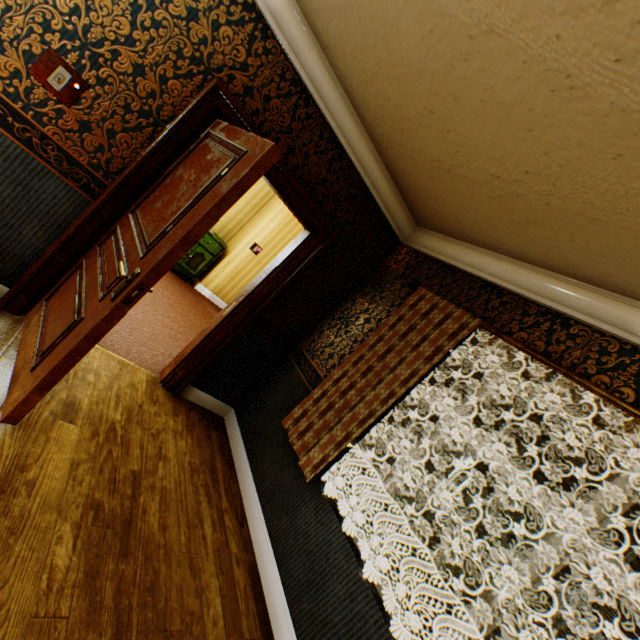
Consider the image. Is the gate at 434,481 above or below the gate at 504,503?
below

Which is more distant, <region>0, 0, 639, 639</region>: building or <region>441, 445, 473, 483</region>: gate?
<region>441, 445, 473, 483</region>: gate

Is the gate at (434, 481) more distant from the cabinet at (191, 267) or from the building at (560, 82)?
the cabinet at (191, 267)

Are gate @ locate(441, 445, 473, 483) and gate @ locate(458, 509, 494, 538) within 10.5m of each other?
yes

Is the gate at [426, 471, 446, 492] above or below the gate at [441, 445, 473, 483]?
below

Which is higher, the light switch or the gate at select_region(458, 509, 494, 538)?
the light switch

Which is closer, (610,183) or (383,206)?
(610,183)

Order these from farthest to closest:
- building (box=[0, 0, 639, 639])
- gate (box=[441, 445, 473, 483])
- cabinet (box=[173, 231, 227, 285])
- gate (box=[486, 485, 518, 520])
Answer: gate (box=[441, 445, 473, 483]), gate (box=[486, 485, 518, 520]), cabinet (box=[173, 231, 227, 285]), building (box=[0, 0, 639, 639])
